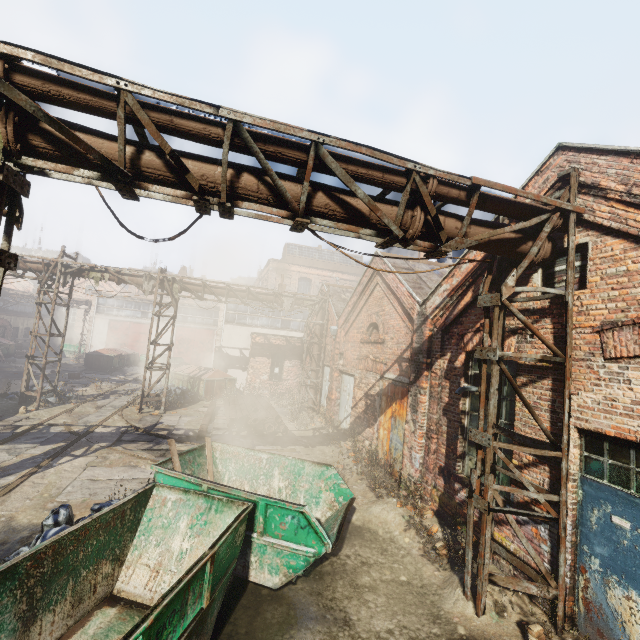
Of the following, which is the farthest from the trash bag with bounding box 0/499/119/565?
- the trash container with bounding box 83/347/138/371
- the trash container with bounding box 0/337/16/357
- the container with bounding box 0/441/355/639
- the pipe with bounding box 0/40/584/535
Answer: the trash container with bounding box 0/337/16/357

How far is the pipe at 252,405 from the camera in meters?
13.1 m

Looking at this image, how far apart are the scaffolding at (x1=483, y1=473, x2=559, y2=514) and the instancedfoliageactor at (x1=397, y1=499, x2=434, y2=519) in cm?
148

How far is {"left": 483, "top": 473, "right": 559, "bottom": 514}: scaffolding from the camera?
4.72m

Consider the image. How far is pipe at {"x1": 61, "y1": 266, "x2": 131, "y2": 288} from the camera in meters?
14.0 m

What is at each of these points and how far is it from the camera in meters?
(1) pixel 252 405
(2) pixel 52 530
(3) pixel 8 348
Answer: (1) pipe, 15.1 m
(2) trash bag, 5.0 m
(3) trash container, 27.7 m

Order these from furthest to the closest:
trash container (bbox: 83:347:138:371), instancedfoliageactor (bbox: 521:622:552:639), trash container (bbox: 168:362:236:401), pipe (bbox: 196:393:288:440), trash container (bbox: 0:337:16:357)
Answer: trash container (bbox: 0:337:16:357), trash container (bbox: 83:347:138:371), trash container (bbox: 168:362:236:401), pipe (bbox: 196:393:288:440), instancedfoliageactor (bbox: 521:622:552:639)

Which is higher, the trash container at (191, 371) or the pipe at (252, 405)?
the trash container at (191, 371)
